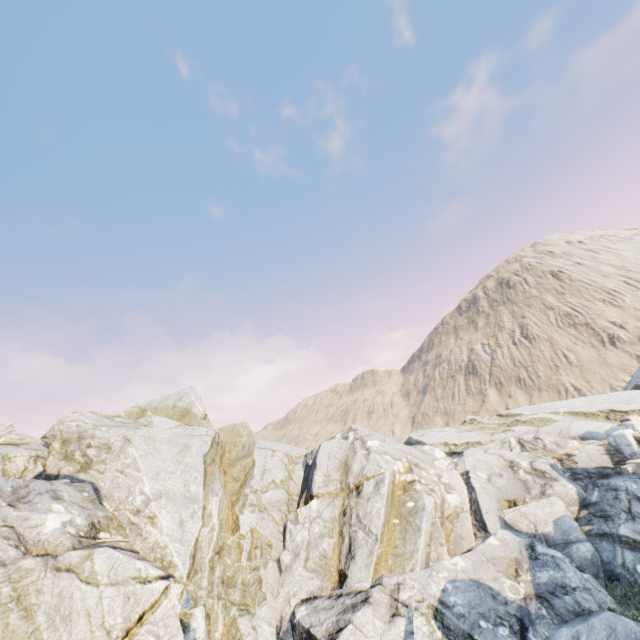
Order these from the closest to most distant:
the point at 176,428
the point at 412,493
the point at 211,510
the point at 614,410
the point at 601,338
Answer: the point at 211,510
the point at 412,493
the point at 176,428
the point at 614,410
the point at 601,338

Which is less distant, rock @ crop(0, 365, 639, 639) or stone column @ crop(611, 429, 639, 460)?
rock @ crop(0, 365, 639, 639)

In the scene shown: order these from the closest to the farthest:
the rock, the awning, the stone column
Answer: the rock < the awning < the stone column

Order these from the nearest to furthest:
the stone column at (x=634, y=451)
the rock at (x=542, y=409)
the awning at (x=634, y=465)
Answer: the rock at (x=542, y=409) < the awning at (x=634, y=465) < the stone column at (x=634, y=451)

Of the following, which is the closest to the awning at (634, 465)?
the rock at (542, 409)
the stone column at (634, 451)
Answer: the rock at (542, 409)

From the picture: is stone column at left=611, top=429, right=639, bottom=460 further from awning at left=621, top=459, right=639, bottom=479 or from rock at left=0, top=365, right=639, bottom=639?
awning at left=621, top=459, right=639, bottom=479

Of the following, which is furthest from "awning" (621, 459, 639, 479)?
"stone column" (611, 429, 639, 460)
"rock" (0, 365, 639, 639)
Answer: "stone column" (611, 429, 639, 460)
